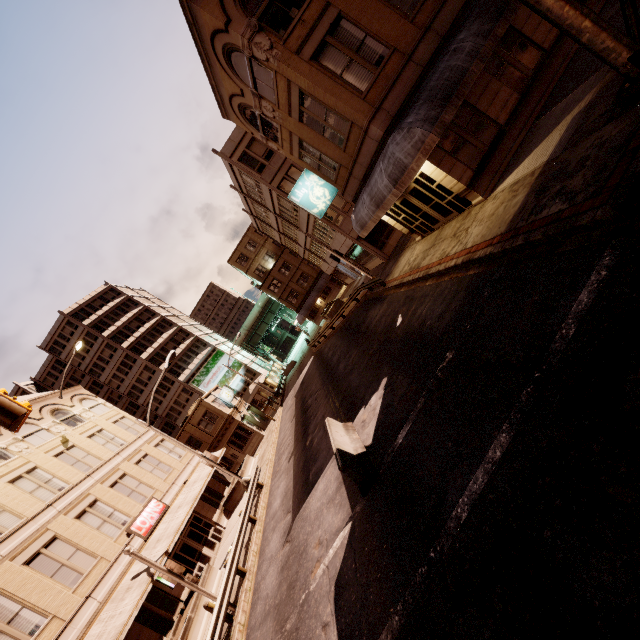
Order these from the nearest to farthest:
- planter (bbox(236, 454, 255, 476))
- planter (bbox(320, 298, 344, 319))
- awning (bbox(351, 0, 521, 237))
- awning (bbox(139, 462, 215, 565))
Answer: awning (bbox(351, 0, 521, 237)), awning (bbox(139, 462, 215, 565)), planter (bbox(236, 454, 255, 476)), planter (bbox(320, 298, 344, 319))

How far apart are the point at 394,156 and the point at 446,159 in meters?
Result: 2.4 m

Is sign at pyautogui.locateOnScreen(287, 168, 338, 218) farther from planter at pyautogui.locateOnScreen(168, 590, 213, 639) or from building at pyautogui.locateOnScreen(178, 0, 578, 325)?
planter at pyautogui.locateOnScreen(168, 590, 213, 639)

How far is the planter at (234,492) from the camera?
26.5 meters

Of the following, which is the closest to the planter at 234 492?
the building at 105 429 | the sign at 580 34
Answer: the building at 105 429

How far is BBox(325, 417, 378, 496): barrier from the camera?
8.3m

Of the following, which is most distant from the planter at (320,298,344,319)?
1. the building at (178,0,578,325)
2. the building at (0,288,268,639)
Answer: the building at (0,288,268,639)

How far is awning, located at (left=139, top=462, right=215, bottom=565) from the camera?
18.5m
